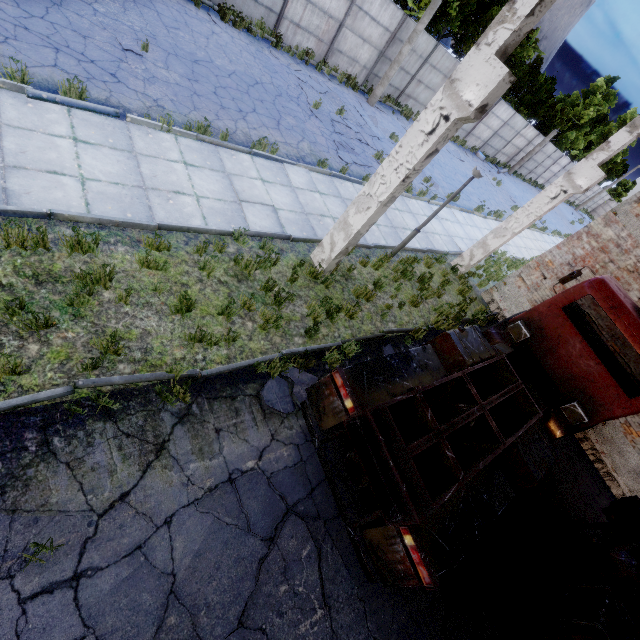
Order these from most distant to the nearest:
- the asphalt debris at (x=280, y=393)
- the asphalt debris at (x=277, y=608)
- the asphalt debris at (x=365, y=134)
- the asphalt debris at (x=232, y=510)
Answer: the asphalt debris at (x=365, y=134)
the asphalt debris at (x=280, y=393)
the asphalt debris at (x=232, y=510)
the asphalt debris at (x=277, y=608)

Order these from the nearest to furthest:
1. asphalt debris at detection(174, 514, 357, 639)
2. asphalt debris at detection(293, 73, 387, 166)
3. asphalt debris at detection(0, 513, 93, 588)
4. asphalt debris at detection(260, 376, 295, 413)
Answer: asphalt debris at detection(0, 513, 93, 588) → asphalt debris at detection(174, 514, 357, 639) → asphalt debris at detection(260, 376, 295, 413) → asphalt debris at detection(293, 73, 387, 166)

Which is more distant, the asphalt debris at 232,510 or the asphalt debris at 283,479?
the asphalt debris at 283,479

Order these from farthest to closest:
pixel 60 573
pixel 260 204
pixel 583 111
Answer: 1. pixel 583 111
2. pixel 260 204
3. pixel 60 573

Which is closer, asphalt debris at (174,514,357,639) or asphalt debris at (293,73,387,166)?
asphalt debris at (174,514,357,639)

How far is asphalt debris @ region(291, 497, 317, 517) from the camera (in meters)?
4.66

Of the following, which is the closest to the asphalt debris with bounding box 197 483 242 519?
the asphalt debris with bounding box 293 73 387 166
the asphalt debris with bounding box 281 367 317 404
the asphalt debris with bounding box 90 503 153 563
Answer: the asphalt debris with bounding box 90 503 153 563
